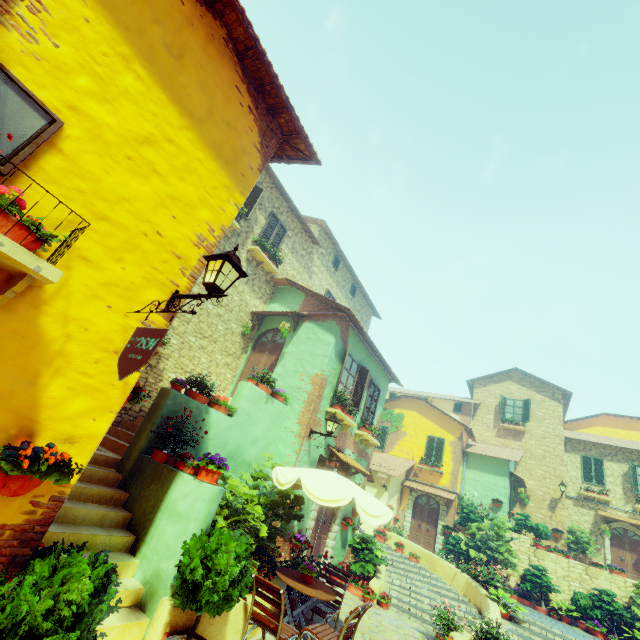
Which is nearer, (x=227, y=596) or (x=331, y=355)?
(x=227, y=596)

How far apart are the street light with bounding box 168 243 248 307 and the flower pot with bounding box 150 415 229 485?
2.9 meters

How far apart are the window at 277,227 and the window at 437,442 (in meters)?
15.48

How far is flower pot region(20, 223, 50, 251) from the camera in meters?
2.4 m

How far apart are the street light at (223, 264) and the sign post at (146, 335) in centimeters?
57cm

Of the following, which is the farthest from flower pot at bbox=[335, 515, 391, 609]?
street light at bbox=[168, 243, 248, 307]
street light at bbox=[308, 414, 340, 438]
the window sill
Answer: the window sill

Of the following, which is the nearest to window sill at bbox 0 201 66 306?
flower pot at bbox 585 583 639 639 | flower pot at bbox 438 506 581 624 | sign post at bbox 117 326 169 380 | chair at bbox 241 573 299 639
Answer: sign post at bbox 117 326 169 380

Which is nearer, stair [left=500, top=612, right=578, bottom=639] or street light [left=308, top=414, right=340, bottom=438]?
street light [left=308, top=414, right=340, bottom=438]
